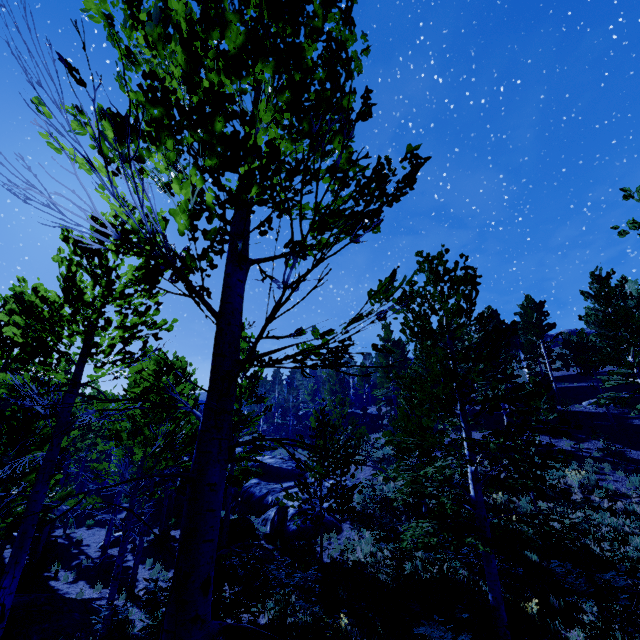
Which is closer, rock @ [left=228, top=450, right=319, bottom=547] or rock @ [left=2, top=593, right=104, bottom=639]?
rock @ [left=2, top=593, right=104, bottom=639]

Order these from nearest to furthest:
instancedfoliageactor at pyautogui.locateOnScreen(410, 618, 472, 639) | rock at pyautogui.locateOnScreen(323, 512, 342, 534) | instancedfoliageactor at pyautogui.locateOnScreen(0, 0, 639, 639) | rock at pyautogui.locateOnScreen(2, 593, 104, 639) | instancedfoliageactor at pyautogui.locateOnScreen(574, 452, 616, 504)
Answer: instancedfoliageactor at pyautogui.locateOnScreen(0, 0, 639, 639) → instancedfoliageactor at pyautogui.locateOnScreen(410, 618, 472, 639) → rock at pyautogui.locateOnScreen(2, 593, 104, 639) → instancedfoliageactor at pyautogui.locateOnScreen(574, 452, 616, 504) → rock at pyautogui.locateOnScreen(323, 512, 342, 534)

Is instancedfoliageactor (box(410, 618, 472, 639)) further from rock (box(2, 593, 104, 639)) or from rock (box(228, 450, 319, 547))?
rock (box(2, 593, 104, 639))

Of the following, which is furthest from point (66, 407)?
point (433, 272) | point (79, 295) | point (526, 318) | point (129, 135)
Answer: point (526, 318)

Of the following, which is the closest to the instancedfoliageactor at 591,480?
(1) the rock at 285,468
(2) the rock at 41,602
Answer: (1) the rock at 285,468

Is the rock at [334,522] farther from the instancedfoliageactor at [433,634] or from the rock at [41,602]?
the rock at [41,602]

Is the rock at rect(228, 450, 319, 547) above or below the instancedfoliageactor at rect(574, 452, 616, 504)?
below
